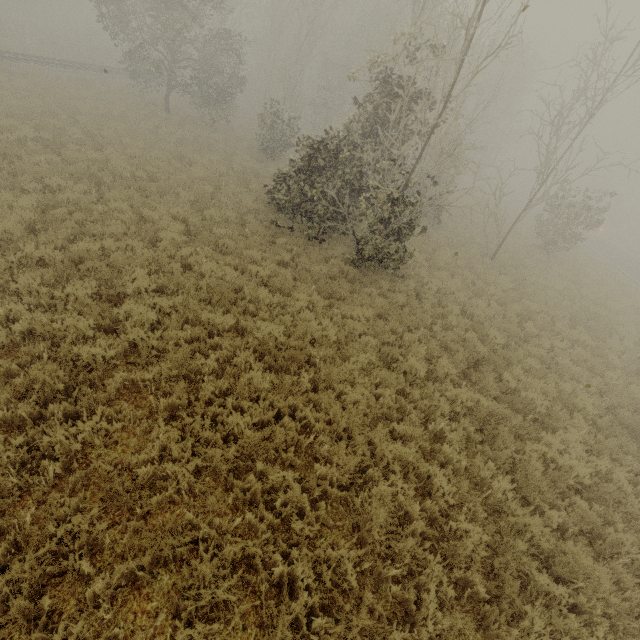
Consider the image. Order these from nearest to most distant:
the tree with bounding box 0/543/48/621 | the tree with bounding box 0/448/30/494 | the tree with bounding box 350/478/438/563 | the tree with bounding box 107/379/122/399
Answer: the tree with bounding box 0/543/48/621 → the tree with bounding box 0/448/30/494 → the tree with bounding box 350/478/438/563 → the tree with bounding box 107/379/122/399

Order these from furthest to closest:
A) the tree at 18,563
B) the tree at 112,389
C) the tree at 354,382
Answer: the tree at 354,382
the tree at 112,389
the tree at 18,563

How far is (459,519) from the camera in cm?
491

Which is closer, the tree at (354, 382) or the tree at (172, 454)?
the tree at (172, 454)

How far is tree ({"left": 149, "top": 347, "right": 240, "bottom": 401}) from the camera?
5.5m
